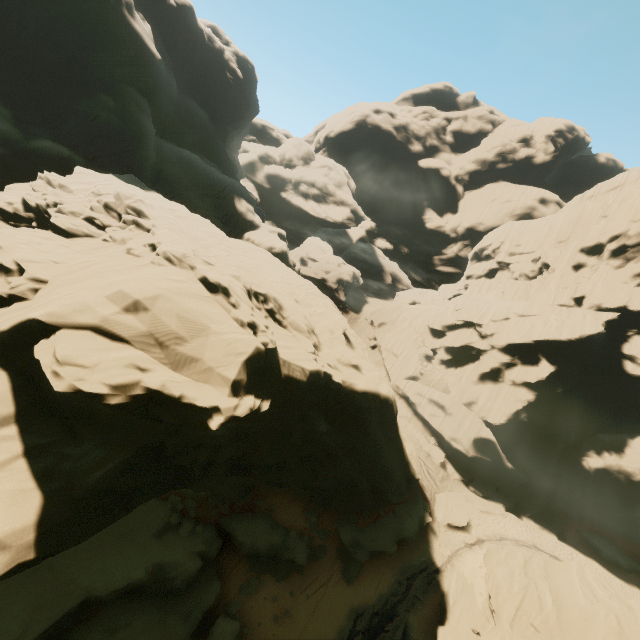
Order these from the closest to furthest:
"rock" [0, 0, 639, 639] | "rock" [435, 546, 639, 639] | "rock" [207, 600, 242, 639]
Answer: "rock" [0, 0, 639, 639]
"rock" [435, 546, 639, 639]
"rock" [207, 600, 242, 639]

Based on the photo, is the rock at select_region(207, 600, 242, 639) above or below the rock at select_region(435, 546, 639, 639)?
below

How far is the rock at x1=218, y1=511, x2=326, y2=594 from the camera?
19.9 meters

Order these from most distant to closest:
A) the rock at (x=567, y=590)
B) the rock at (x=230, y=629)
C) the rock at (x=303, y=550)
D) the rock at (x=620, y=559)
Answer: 1. the rock at (x=620, y=559)
2. the rock at (x=303, y=550)
3. the rock at (x=230, y=629)
4. the rock at (x=567, y=590)

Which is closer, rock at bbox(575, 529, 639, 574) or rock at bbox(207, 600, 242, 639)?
rock at bbox(207, 600, 242, 639)

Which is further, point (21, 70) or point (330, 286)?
point (330, 286)

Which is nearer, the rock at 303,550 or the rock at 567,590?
the rock at 567,590
